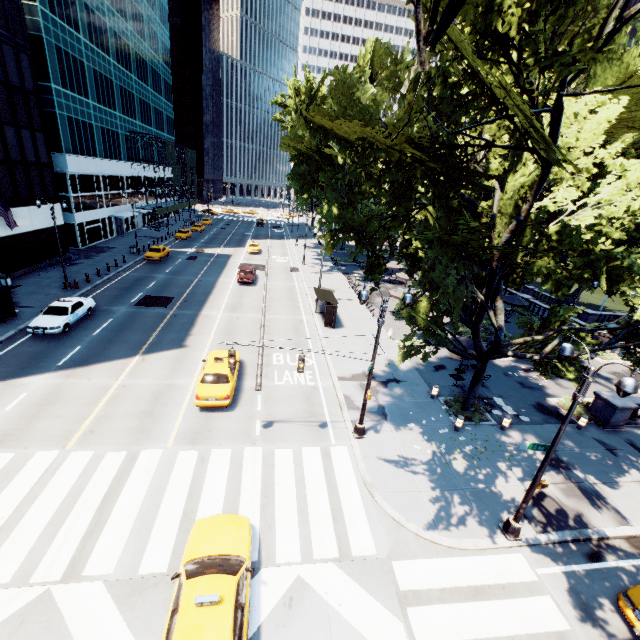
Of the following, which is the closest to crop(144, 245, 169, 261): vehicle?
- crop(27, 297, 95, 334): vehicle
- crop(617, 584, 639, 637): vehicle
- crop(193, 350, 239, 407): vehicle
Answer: crop(27, 297, 95, 334): vehicle

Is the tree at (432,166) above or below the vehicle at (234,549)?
above

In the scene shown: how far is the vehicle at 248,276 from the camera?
34.75m

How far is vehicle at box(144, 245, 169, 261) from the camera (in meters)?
39.38

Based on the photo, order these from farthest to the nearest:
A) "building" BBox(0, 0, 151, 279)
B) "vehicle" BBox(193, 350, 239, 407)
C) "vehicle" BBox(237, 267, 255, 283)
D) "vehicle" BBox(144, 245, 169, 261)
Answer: "vehicle" BBox(144, 245, 169, 261), "vehicle" BBox(237, 267, 255, 283), "building" BBox(0, 0, 151, 279), "vehicle" BBox(193, 350, 239, 407)

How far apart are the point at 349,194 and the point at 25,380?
18.81m

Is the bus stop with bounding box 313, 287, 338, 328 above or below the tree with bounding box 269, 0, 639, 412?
below

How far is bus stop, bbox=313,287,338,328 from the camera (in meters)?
25.81
